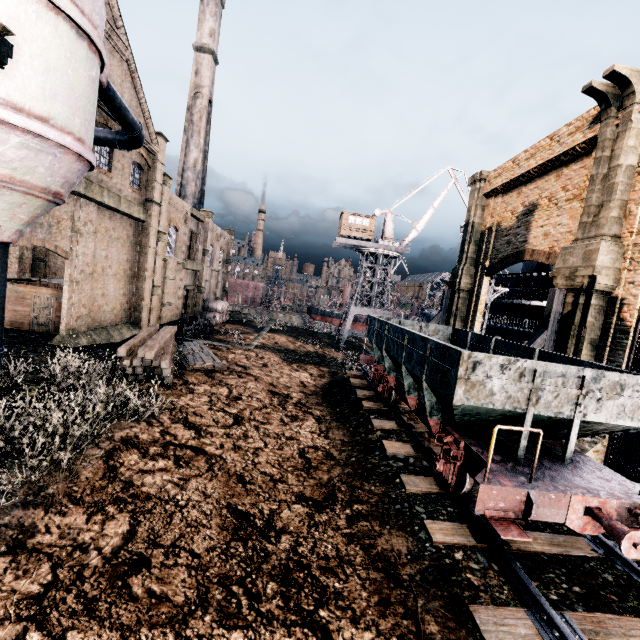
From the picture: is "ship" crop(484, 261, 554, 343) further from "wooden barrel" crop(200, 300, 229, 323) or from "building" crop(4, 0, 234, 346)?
"building" crop(4, 0, 234, 346)

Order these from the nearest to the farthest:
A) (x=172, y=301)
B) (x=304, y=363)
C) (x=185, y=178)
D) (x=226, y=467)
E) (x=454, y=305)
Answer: (x=226, y=467) < (x=454, y=305) < (x=304, y=363) < (x=172, y=301) < (x=185, y=178)

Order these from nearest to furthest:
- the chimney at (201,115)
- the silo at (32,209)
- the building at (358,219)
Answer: the silo at (32,209), the chimney at (201,115), the building at (358,219)

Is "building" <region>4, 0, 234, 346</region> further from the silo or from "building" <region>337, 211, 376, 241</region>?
"building" <region>337, 211, 376, 241</region>

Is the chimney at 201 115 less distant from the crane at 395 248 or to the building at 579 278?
the building at 579 278

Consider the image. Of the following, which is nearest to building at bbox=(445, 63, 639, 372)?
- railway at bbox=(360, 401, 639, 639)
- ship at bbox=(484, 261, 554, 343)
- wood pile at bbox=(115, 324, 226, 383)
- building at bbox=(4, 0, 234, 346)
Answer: wood pile at bbox=(115, 324, 226, 383)

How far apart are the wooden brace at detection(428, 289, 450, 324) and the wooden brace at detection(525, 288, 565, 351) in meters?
11.7 m

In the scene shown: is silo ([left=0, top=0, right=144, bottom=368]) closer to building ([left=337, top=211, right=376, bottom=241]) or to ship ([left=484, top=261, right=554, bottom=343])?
building ([left=337, top=211, right=376, bottom=241])
